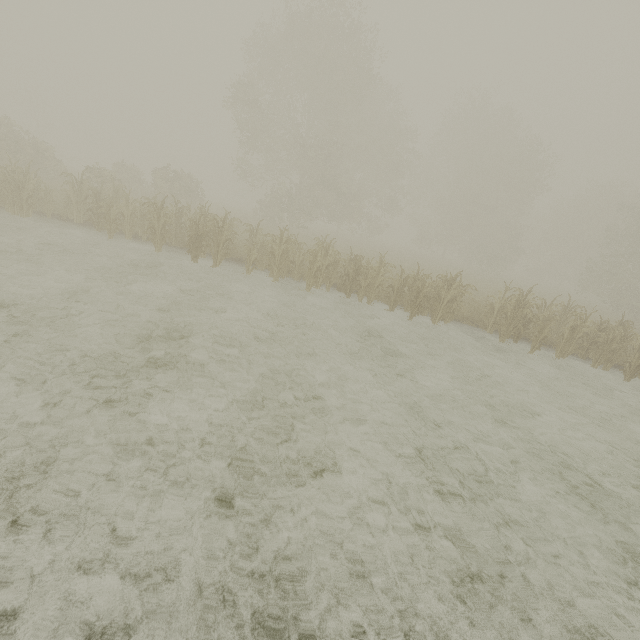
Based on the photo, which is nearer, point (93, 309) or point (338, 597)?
point (338, 597)
